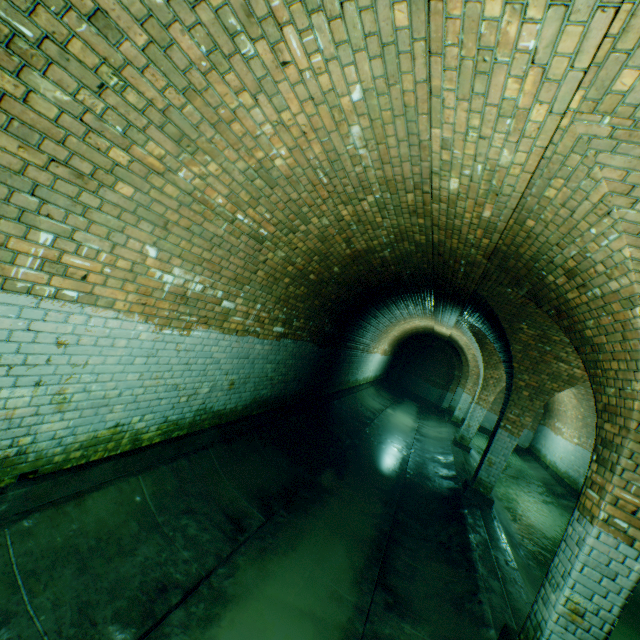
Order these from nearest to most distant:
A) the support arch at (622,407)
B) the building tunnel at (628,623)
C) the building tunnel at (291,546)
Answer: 1. the building tunnel at (291,546)
2. the support arch at (622,407)
3. the building tunnel at (628,623)

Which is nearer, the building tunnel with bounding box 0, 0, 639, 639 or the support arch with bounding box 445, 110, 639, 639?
the building tunnel with bounding box 0, 0, 639, 639

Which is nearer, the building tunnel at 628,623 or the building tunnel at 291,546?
the building tunnel at 291,546

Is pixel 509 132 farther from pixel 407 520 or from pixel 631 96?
pixel 407 520

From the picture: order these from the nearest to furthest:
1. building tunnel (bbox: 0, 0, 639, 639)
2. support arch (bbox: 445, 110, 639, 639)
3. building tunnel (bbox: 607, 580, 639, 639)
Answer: building tunnel (bbox: 0, 0, 639, 639)
support arch (bbox: 445, 110, 639, 639)
building tunnel (bbox: 607, 580, 639, 639)

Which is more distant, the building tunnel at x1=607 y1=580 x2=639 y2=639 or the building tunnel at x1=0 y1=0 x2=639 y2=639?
the building tunnel at x1=607 y1=580 x2=639 y2=639

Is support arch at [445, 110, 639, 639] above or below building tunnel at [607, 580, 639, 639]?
above
